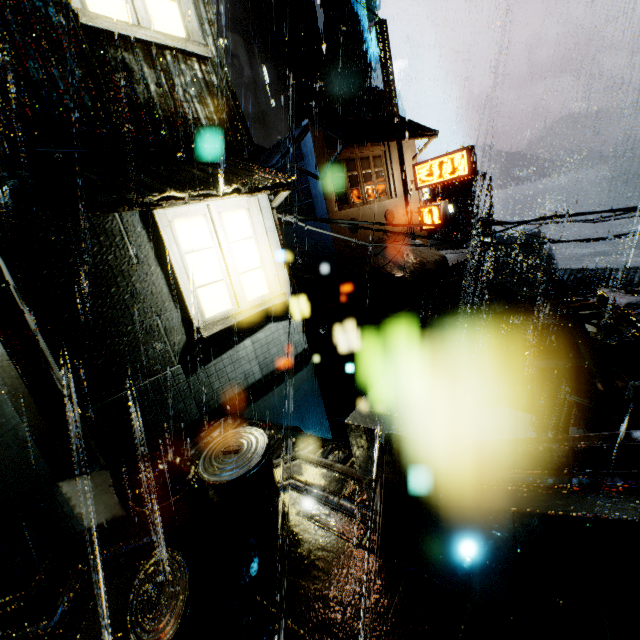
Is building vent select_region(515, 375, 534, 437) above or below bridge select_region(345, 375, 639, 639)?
below

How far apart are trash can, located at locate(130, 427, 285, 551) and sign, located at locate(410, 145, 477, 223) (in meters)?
19.85

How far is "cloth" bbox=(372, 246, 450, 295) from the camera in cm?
1934

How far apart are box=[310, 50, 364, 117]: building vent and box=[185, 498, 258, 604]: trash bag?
44.6 meters

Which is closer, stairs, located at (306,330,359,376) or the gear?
stairs, located at (306,330,359,376)

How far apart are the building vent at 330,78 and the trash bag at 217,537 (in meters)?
44.56

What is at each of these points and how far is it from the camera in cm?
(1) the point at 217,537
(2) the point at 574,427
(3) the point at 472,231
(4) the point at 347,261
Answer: (1) trash bag, 310
(2) building vent, 2059
(3) building, 2836
(4) building, 1945

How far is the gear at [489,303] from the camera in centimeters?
4309cm
